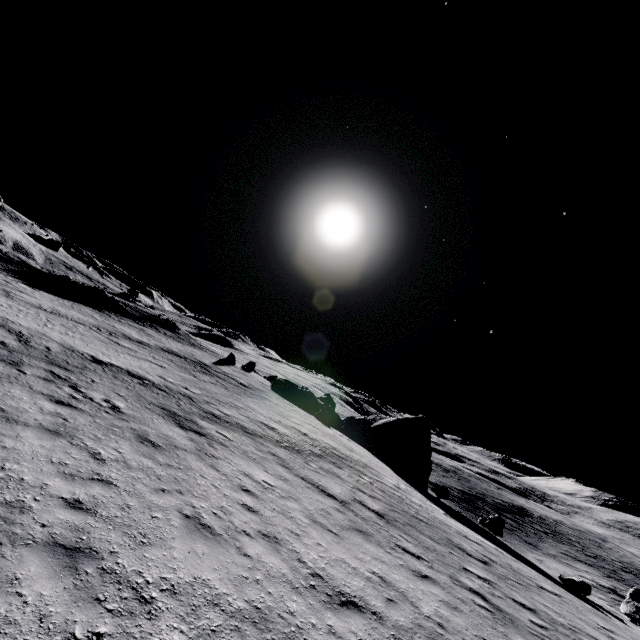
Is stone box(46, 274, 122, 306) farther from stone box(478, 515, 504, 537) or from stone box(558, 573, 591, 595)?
stone box(558, 573, 591, 595)

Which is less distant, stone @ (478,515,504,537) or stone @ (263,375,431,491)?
stone @ (478,515,504,537)

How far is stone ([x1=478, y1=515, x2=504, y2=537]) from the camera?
25.3m

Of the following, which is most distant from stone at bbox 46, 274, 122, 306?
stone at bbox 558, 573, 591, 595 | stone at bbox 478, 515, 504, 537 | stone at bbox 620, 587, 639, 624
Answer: stone at bbox 620, 587, 639, 624

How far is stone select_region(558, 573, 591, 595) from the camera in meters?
15.8

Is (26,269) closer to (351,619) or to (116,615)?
(116,615)

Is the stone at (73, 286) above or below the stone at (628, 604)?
above

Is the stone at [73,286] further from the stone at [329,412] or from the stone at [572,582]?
the stone at [572,582]
